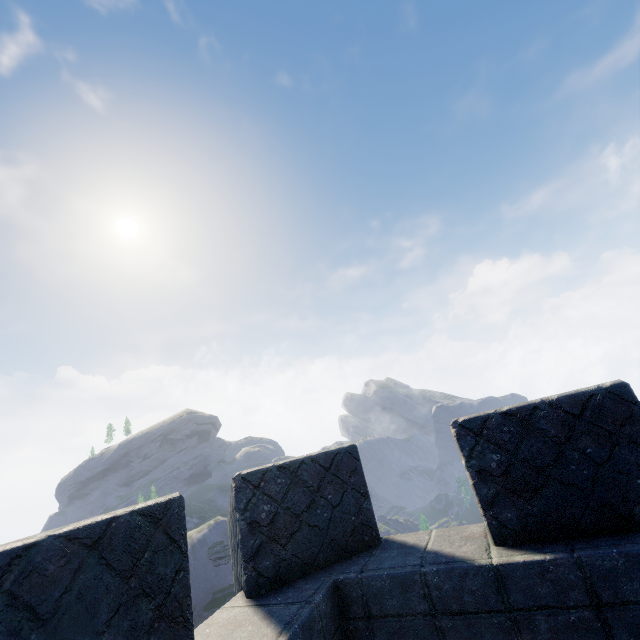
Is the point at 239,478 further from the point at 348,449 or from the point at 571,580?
the point at 571,580
